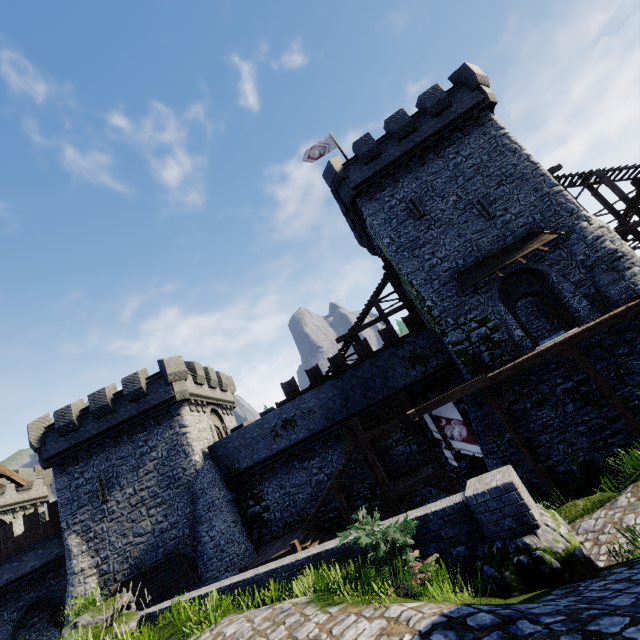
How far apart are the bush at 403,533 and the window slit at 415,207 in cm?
1744

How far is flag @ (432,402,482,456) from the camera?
14.8m

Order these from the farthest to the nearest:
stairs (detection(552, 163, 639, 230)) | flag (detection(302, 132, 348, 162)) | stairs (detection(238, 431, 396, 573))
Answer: flag (detection(302, 132, 348, 162)) < stairs (detection(552, 163, 639, 230)) < stairs (detection(238, 431, 396, 573))

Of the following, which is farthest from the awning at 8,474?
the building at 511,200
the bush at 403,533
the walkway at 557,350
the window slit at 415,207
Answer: the window slit at 415,207

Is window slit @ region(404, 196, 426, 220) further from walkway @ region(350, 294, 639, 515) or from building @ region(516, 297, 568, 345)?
walkway @ region(350, 294, 639, 515)

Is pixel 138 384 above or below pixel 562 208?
above

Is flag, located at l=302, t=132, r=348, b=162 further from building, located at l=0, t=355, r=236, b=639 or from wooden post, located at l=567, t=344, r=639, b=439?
wooden post, located at l=567, t=344, r=639, b=439

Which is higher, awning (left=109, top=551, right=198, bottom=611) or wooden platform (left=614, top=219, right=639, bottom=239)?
wooden platform (left=614, top=219, right=639, bottom=239)
